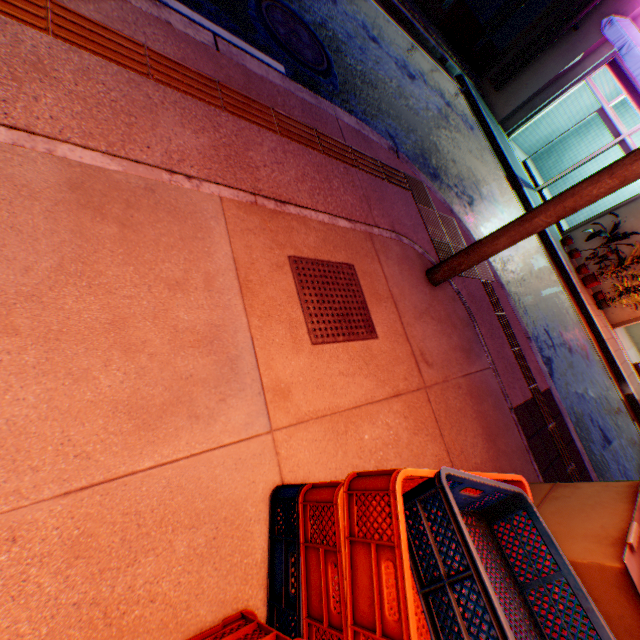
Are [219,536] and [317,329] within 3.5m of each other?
yes

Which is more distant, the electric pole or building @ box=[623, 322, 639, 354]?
building @ box=[623, 322, 639, 354]

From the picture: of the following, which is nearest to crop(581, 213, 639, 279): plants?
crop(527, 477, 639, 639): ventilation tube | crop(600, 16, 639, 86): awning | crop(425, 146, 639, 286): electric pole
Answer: crop(600, 16, 639, 86): awning

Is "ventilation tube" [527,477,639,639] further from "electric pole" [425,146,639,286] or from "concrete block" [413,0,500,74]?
"concrete block" [413,0,500,74]

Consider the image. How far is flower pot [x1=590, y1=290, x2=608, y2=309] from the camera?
9.36m

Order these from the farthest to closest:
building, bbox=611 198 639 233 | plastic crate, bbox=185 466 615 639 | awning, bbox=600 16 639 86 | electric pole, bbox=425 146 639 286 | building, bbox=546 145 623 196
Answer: building, bbox=546 145 623 196, building, bbox=611 198 639 233, awning, bbox=600 16 639 86, electric pole, bbox=425 146 639 286, plastic crate, bbox=185 466 615 639

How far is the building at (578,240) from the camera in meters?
9.7 m
